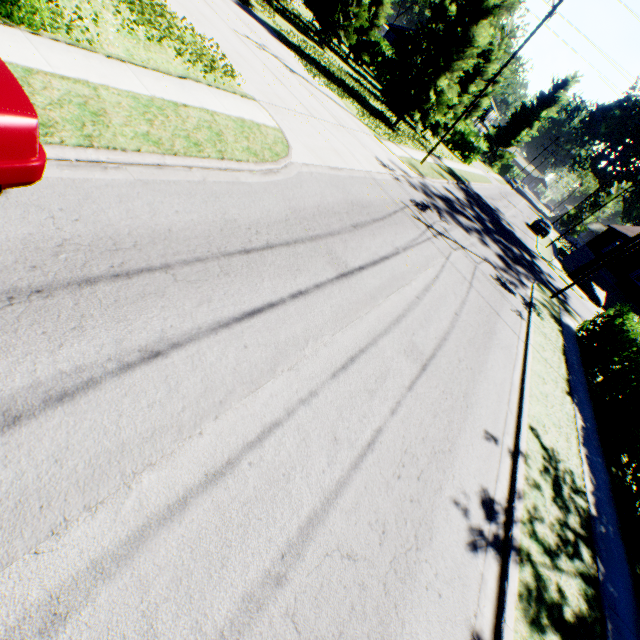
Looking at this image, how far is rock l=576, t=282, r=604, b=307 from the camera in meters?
31.0

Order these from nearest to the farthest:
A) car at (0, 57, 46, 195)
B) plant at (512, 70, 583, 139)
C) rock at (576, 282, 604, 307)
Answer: car at (0, 57, 46, 195)
rock at (576, 282, 604, 307)
plant at (512, 70, 583, 139)

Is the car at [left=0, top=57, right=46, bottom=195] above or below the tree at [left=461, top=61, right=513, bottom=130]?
below

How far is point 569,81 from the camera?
54.2m

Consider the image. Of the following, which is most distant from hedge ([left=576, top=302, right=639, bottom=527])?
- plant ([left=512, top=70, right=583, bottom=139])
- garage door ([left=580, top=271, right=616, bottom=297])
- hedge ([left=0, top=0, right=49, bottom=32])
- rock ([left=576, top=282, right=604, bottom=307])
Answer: plant ([left=512, top=70, right=583, bottom=139])

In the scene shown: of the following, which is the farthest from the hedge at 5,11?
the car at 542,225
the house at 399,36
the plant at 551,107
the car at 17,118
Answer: the plant at 551,107

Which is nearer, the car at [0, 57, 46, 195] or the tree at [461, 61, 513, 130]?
the car at [0, 57, 46, 195]

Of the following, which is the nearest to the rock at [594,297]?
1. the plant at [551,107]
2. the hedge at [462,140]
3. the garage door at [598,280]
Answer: the garage door at [598,280]
